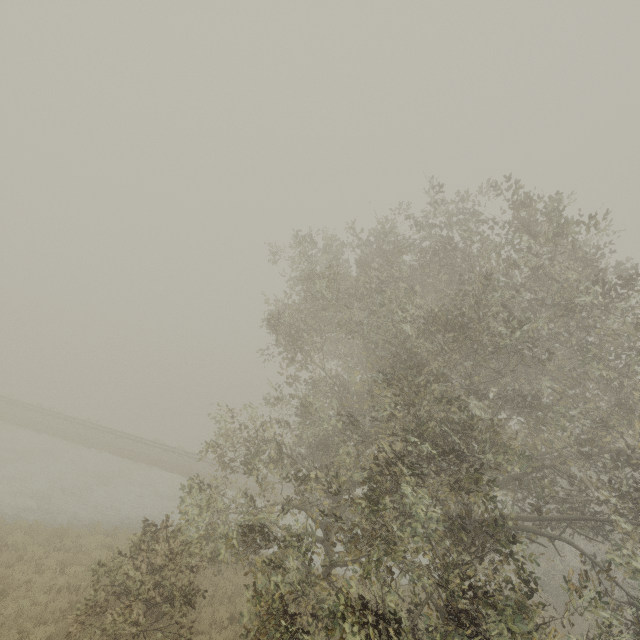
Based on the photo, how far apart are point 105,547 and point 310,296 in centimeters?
1323cm
